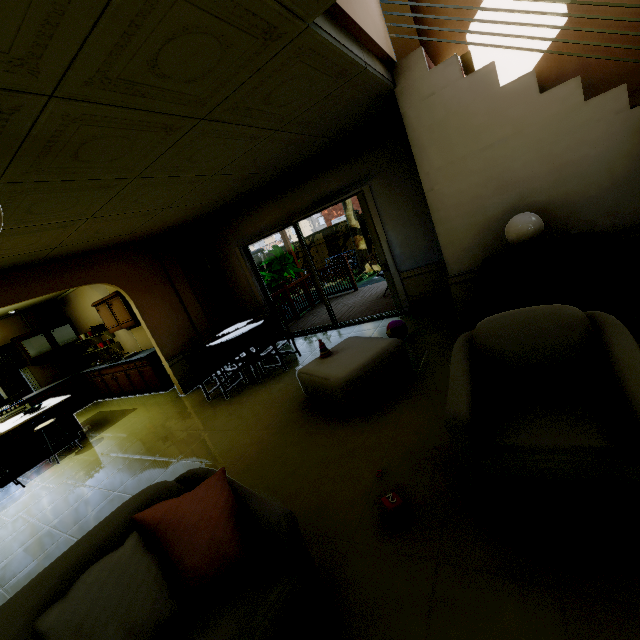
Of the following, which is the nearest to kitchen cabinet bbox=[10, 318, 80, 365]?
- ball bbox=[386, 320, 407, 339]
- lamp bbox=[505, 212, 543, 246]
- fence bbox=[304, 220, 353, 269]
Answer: fence bbox=[304, 220, 353, 269]

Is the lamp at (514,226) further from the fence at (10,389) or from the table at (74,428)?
the table at (74,428)

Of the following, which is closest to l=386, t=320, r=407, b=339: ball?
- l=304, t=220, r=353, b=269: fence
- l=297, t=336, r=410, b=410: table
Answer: l=297, t=336, r=410, b=410: table

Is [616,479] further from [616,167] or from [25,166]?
[25,166]

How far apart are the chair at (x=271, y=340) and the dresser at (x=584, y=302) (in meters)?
2.97

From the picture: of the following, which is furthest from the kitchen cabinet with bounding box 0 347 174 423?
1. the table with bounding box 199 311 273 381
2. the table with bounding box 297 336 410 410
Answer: the table with bounding box 297 336 410 410

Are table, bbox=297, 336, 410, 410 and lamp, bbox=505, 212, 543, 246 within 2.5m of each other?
yes

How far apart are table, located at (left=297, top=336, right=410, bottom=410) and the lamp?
1.42m
